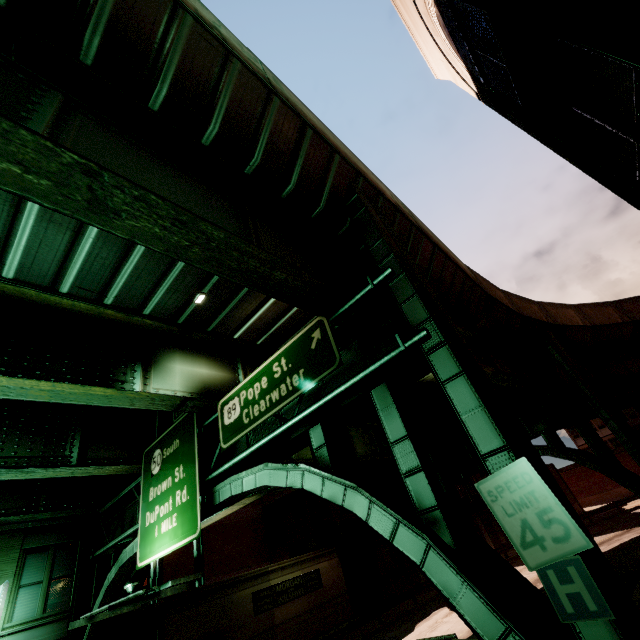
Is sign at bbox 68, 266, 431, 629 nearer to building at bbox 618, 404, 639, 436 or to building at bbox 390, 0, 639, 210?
building at bbox 390, 0, 639, 210

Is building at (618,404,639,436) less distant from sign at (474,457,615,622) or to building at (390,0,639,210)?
building at (390,0,639,210)

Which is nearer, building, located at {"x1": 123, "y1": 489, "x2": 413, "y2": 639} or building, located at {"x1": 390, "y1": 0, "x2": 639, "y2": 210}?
building, located at {"x1": 390, "y1": 0, "x2": 639, "y2": 210}

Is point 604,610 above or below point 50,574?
below

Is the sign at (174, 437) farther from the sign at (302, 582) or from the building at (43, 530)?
the sign at (302, 582)

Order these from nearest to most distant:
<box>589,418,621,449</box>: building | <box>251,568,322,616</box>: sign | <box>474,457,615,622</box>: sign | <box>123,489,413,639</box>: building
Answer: <box>474,457,615,622</box>: sign < <box>123,489,413,639</box>: building < <box>251,568,322,616</box>: sign < <box>589,418,621,449</box>: building

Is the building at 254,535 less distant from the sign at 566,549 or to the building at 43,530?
the building at 43,530

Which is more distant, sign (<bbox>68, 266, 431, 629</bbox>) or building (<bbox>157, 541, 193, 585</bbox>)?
building (<bbox>157, 541, 193, 585</bbox>)
